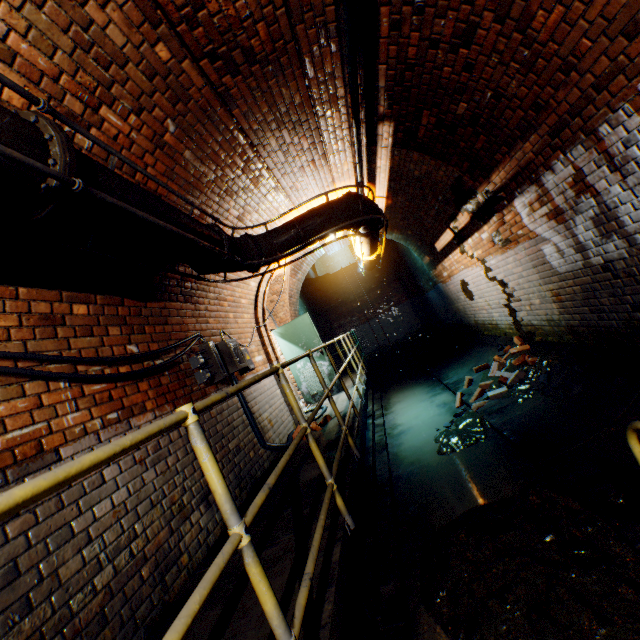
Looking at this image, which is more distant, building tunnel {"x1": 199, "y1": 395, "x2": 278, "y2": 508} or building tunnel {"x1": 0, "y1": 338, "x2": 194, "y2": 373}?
building tunnel {"x1": 199, "y1": 395, "x2": 278, "y2": 508}

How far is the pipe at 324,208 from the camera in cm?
423

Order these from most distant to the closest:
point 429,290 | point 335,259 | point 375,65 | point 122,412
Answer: point 335,259, point 429,290, point 375,65, point 122,412

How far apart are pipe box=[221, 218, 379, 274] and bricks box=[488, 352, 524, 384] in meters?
3.3

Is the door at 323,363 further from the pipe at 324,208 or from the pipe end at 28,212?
the pipe end at 28,212

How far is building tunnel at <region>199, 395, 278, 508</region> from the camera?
3.65m

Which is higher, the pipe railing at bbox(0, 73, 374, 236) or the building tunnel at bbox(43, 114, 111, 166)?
the building tunnel at bbox(43, 114, 111, 166)

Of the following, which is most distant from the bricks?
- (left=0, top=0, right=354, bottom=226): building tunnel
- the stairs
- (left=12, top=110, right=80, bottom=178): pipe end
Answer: (left=12, top=110, right=80, bottom=178): pipe end
